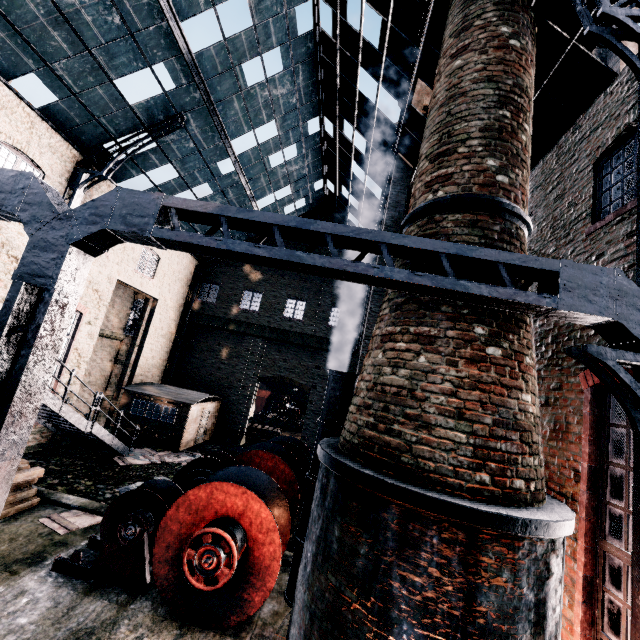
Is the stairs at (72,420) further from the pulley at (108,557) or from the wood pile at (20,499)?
the pulley at (108,557)

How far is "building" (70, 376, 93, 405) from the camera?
16.9 meters

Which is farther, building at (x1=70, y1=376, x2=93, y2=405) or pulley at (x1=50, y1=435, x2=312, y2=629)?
building at (x1=70, y1=376, x2=93, y2=405)

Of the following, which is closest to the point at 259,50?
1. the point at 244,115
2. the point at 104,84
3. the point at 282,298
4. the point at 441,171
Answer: the point at 244,115

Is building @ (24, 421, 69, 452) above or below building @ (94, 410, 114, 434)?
below

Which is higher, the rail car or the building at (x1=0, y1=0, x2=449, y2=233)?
the building at (x1=0, y1=0, x2=449, y2=233)

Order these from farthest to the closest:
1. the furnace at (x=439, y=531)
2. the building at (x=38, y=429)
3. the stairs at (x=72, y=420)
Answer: the building at (x=38, y=429), the stairs at (x=72, y=420), the furnace at (x=439, y=531)
